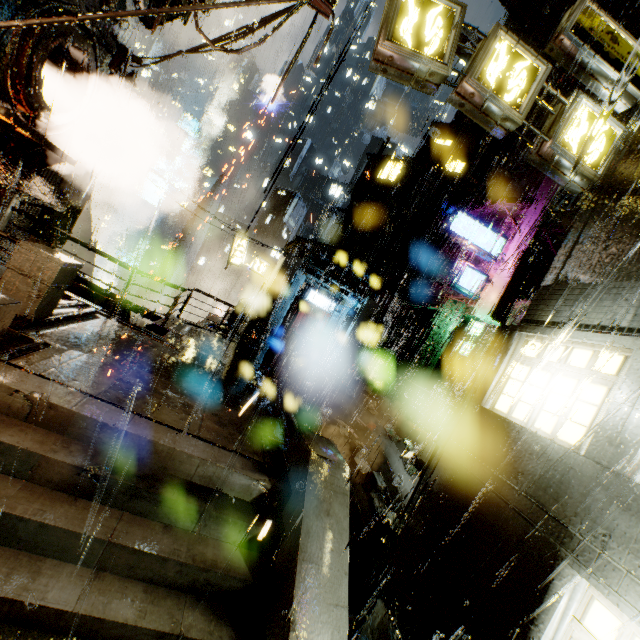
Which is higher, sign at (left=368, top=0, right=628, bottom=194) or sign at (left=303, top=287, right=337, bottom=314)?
sign at (left=368, top=0, right=628, bottom=194)

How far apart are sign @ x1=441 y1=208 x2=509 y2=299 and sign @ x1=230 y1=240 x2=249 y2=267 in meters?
13.0 m

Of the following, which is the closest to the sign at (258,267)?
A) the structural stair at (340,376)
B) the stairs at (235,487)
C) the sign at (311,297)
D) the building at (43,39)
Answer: the building at (43,39)

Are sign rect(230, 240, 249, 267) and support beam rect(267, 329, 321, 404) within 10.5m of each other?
no

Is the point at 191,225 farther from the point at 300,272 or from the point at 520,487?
the point at 520,487

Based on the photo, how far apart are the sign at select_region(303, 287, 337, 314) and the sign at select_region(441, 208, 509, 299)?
9.4 meters

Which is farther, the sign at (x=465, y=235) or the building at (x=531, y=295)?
the sign at (x=465, y=235)

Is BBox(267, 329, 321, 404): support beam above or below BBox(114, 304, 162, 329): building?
above
